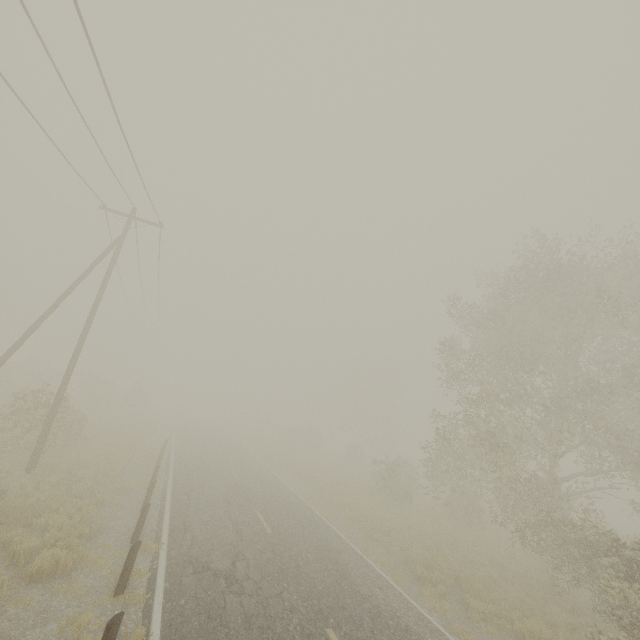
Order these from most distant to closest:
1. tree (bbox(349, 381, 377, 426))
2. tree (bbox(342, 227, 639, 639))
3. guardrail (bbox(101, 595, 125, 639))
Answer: tree (bbox(349, 381, 377, 426)), tree (bbox(342, 227, 639, 639)), guardrail (bbox(101, 595, 125, 639))

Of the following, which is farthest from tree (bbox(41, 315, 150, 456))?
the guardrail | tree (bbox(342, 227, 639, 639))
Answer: tree (bbox(342, 227, 639, 639))

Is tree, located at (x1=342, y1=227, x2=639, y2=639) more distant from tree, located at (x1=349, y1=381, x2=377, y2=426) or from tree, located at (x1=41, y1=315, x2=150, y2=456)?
tree, located at (x1=41, y1=315, x2=150, y2=456)

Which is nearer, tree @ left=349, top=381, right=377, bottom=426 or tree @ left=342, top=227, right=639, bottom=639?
tree @ left=342, top=227, right=639, bottom=639

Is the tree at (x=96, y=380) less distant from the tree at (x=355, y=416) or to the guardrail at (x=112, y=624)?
the tree at (x=355, y=416)

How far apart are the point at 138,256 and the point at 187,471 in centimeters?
1348cm

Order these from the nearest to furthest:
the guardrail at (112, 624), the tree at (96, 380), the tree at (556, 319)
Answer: the guardrail at (112, 624) < the tree at (556, 319) < the tree at (96, 380)

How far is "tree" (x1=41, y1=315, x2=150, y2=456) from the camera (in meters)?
15.96
